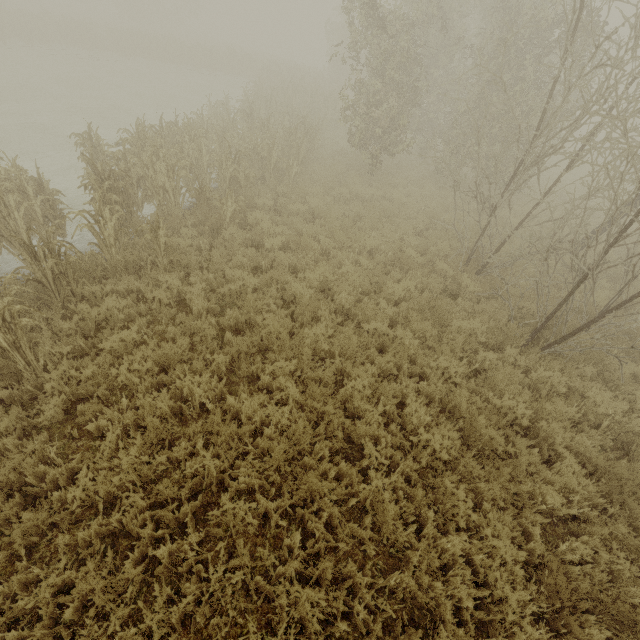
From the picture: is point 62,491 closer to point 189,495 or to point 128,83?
point 189,495

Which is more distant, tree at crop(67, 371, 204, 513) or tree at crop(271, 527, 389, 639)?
tree at crop(67, 371, 204, 513)

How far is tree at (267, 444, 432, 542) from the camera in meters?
4.0

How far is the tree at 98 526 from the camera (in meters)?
3.63

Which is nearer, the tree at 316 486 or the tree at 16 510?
the tree at 16 510

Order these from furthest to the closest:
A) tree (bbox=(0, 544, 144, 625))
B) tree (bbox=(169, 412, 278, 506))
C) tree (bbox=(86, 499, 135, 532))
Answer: tree (bbox=(169, 412, 278, 506)) < tree (bbox=(86, 499, 135, 532)) < tree (bbox=(0, 544, 144, 625))
